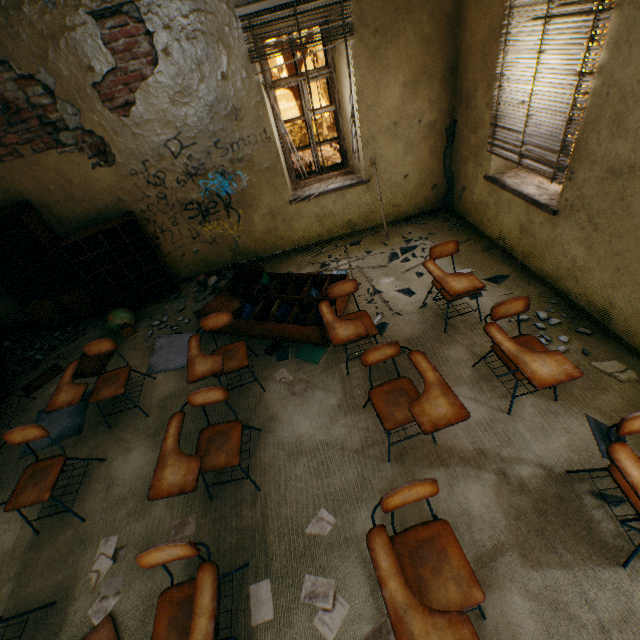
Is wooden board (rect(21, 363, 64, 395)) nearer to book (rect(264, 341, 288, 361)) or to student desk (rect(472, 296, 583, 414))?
book (rect(264, 341, 288, 361))

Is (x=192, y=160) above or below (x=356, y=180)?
above

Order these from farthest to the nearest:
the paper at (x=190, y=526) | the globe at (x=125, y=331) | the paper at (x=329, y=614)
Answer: the globe at (x=125, y=331), the paper at (x=190, y=526), the paper at (x=329, y=614)

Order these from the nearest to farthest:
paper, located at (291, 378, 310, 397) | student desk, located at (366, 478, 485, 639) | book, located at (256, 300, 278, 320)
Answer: student desk, located at (366, 478, 485, 639), paper, located at (291, 378, 310, 397), book, located at (256, 300, 278, 320)

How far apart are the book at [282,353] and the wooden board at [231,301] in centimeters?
66cm

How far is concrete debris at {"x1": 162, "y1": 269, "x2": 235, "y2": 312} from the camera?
4.95m

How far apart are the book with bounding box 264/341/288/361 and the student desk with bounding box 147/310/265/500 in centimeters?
103cm

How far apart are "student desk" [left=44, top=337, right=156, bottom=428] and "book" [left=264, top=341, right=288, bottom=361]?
1.48m
